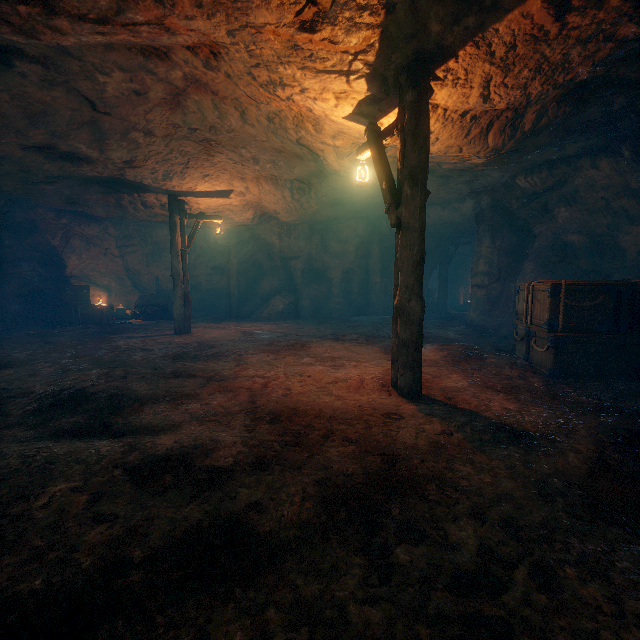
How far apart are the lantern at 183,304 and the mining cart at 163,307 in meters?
4.8

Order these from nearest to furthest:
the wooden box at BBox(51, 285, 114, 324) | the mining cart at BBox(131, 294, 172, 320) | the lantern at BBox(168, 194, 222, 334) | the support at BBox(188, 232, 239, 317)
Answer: the lantern at BBox(168, 194, 222, 334)
the wooden box at BBox(51, 285, 114, 324)
the mining cart at BBox(131, 294, 172, 320)
the support at BBox(188, 232, 239, 317)

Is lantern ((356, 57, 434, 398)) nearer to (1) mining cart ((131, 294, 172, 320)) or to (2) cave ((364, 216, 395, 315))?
(2) cave ((364, 216, 395, 315))

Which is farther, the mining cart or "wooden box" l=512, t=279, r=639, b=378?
the mining cart

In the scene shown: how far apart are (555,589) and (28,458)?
4.16m

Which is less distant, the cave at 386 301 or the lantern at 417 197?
the lantern at 417 197

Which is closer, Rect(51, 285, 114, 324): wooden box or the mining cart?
Rect(51, 285, 114, 324): wooden box

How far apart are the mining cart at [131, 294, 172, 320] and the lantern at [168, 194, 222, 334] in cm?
476
